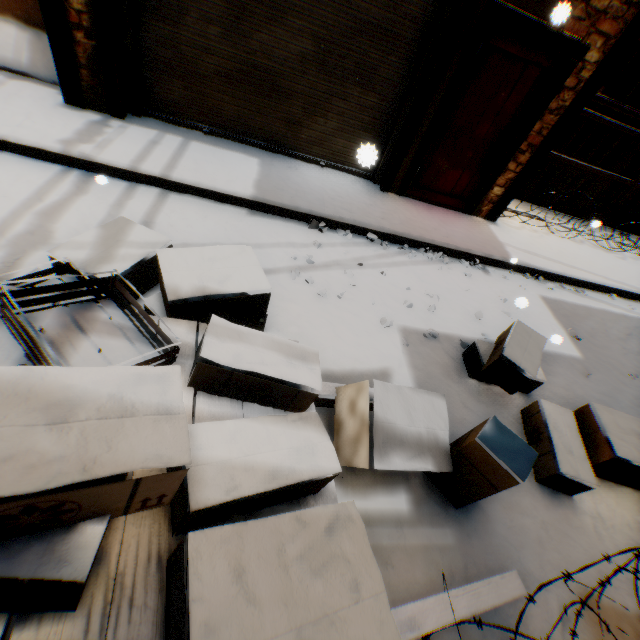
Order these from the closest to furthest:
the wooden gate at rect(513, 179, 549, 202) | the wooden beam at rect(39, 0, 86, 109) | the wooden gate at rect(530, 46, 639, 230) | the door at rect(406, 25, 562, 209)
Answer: the wooden beam at rect(39, 0, 86, 109) < the door at rect(406, 25, 562, 209) < the wooden gate at rect(530, 46, 639, 230) < the wooden gate at rect(513, 179, 549, 202)

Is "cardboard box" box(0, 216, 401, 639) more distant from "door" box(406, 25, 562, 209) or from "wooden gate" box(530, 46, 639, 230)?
"wooden gate" box(530, 46, 639, 230)

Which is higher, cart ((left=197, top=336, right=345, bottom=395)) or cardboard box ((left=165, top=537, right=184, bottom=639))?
cardboard box ((left=165, top=537, right=184, bottom=639))

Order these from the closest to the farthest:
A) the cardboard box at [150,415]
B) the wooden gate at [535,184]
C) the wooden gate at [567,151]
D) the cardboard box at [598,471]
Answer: the cardboard box at [150,415]
the cardboard box at [598,471]
the wooden gate at [567,151]
the wooden gate at [535,184]

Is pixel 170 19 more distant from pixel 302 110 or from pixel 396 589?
pixel 396 589

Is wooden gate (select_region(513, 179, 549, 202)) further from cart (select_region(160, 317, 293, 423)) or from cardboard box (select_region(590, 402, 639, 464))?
cart (select_region(160, 317, 293, 423))

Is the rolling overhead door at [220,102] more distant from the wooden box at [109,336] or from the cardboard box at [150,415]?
the wooden box at [109,336]

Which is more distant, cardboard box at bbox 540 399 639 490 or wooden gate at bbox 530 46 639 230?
wooden gate at bbox 530 46 639 230
